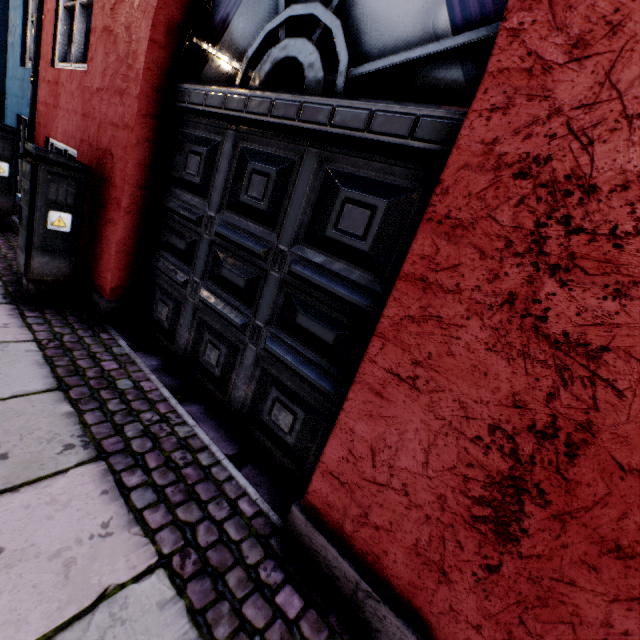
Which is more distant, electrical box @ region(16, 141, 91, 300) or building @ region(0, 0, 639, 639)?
electrical box @ region(16, 141, 91, 300)

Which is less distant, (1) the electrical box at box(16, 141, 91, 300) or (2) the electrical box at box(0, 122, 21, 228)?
(1) the electrical box at box(16, 141, 91, 300)

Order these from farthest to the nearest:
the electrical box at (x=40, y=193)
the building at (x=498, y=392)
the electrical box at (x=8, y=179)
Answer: the electrical box at (x=8, y=179)
the electrical box at (x=40, y=193)
the building at (x=498, y=392)

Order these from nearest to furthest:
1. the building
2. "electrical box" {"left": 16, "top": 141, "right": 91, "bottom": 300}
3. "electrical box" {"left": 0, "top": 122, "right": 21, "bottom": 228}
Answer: the building
"electrical box" {"left": 16, "top": 141, "right": 91, "bottom": 300}
"electrical box" {"left": 0, "top": 122, "right": 21, "bottom": 228}

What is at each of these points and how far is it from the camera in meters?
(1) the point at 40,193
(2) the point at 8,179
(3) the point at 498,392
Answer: (1) electrical box, 2.6 m
(2) electrical box, 4.1 m
(3) building, 1.1 m

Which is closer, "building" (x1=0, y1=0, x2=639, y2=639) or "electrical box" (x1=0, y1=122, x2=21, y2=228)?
"building" (x1=0, y1=0, x2=639, y2=639)

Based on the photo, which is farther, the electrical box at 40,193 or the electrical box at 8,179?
the electrical box at 8,179

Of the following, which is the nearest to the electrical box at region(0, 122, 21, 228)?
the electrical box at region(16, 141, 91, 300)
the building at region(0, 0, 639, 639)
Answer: the building at region(0, 0, 639, 639)
